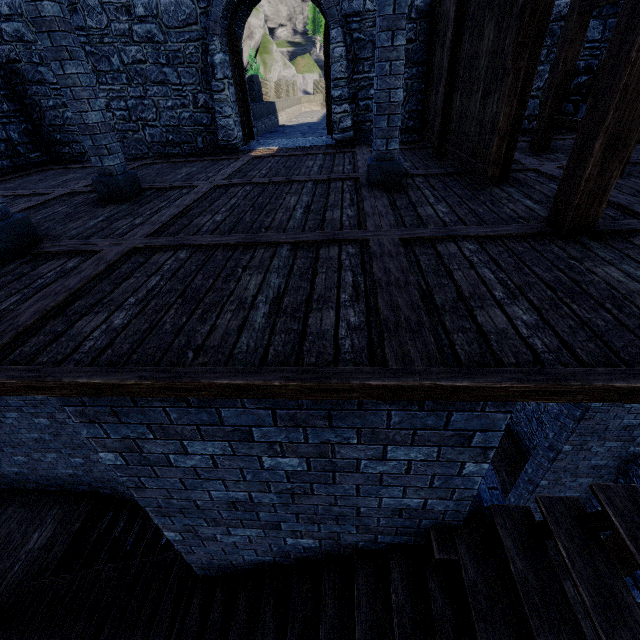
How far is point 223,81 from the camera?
8.51m

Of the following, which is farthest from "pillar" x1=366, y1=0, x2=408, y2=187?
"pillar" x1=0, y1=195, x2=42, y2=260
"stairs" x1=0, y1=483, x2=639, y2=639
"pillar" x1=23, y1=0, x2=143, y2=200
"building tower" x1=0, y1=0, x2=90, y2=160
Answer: "stairs" x1=0, y1=483, x2=639, y2=639

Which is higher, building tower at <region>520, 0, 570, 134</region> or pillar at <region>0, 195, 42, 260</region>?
building tower at <region>520, 0, 570, 134</region>

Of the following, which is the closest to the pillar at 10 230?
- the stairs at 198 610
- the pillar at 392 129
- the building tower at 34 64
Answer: the pillar at 392 129

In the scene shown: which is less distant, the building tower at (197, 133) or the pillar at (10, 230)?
the pillar at (10, 230)

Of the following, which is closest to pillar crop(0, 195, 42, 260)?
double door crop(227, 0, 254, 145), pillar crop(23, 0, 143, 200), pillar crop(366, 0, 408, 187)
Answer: pillar crop(23, 0, 143, 200)

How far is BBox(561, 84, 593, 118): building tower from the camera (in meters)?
8.20
